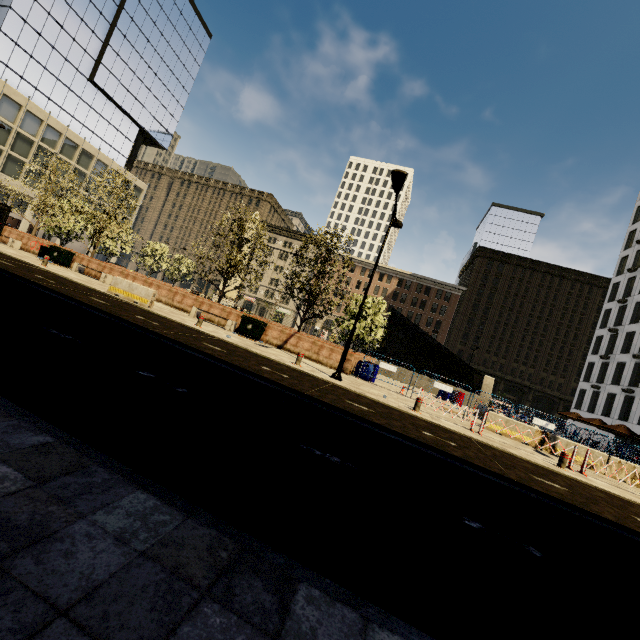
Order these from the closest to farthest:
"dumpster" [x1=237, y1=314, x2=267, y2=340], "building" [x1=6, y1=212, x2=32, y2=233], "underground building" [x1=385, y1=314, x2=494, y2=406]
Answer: → "dumpster" [x1=237, y1=314, x2=267, y2=340], "underground building" [x1=385, y1=314, x2=494, y2=406], "building" [x1=6, y1=212, x2=32, y2=233]

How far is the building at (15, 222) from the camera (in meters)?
43.94

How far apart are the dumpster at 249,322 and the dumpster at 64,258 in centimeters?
1361cm

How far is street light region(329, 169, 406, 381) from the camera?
11.6m

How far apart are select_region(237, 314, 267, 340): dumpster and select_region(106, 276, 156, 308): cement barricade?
4.4 meters

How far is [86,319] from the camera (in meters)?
7.55

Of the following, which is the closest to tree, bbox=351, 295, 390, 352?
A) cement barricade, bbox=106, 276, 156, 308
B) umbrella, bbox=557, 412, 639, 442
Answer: cement barricade, bbox=106, 276, 156, 308

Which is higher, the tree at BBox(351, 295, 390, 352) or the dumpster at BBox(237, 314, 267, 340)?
the tree at BBox(351, 295, 390, 352)
